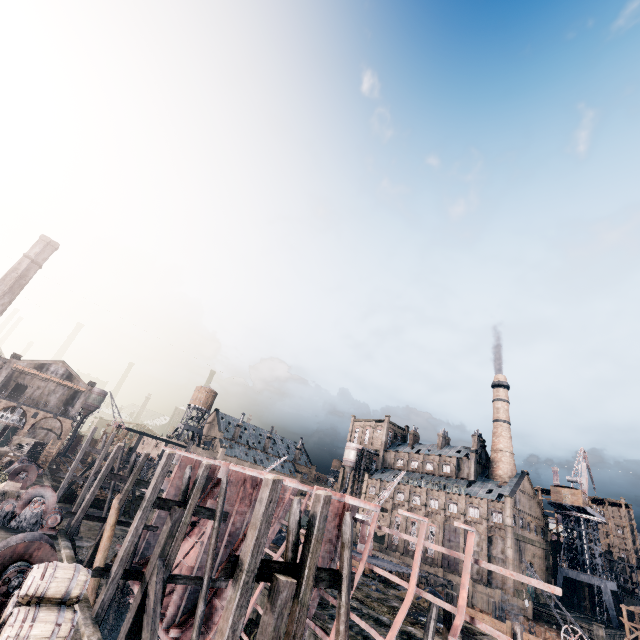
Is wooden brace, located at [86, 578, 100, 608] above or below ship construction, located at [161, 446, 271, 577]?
below

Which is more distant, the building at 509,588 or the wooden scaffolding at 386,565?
the building at 509,588

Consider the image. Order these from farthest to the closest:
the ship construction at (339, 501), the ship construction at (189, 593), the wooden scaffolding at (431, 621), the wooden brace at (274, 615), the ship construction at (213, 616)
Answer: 1. the ship construction at (189, 593)
2. the ship construction at (213, 616)
3. the wooden scaffolding at (431, 621)
4. the ship construction at (339, 501)
5. the wooden brace at (274, 615)

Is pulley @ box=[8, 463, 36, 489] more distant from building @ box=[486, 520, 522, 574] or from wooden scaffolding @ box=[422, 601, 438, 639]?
building @ box=[486, 520, 522, 574]

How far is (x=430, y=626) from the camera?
12.6 meters

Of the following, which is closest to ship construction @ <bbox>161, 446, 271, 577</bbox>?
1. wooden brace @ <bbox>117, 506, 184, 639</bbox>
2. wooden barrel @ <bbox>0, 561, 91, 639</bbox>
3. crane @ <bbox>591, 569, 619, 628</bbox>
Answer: wooden brace @ <bbox>117, 506, 184, 639</bbox>

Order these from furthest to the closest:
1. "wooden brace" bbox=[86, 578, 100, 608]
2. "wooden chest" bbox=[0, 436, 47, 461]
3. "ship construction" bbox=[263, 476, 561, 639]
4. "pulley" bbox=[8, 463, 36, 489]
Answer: "wooden chest" bbox=[0, 436, 47, 461], "pulley" bbox=[8, 463, 36, 489], "wooden brace" bbox=[86, 578, 100, 608], "ship construction" bbox=[263, 476, 561, 639]

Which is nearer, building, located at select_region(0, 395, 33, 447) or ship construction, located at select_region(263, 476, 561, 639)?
ship construction, located at select_region(263, 476, 561, 639)
